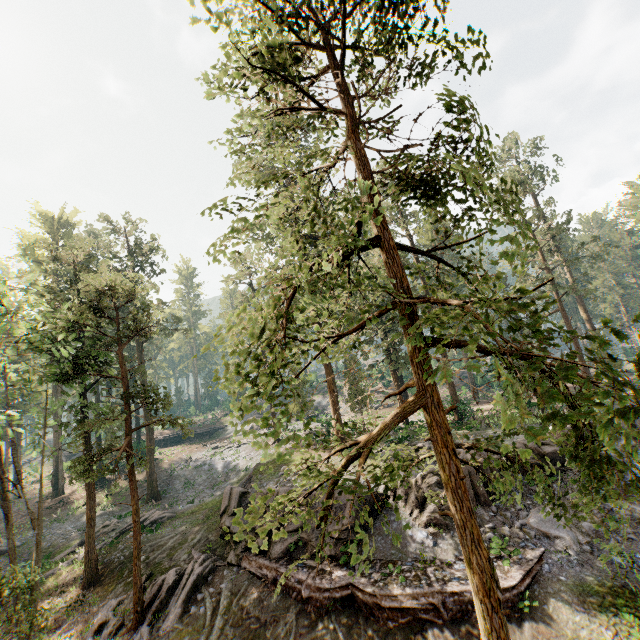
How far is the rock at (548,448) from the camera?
17.8m

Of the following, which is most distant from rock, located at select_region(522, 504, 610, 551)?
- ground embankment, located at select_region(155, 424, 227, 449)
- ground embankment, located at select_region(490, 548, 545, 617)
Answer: ground embankment, located at select_region(155, 424, 227, 449)

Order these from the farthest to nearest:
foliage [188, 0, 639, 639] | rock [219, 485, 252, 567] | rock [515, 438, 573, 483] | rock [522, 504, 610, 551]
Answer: rock [219, 485, 252, 567], rock [515, 438, 573, 483], rock [522, 504, 610, 551], foliage [188, 0, 639, 639]

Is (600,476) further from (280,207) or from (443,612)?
(280,207)

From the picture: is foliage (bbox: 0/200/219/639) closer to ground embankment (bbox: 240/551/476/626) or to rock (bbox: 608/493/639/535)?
rock (bbox: 608/493/639/535)

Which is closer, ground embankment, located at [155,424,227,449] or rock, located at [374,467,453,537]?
rock, located at [374,467,453,537]

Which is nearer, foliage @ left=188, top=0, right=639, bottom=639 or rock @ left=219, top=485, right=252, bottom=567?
→ foliage @ left=188, top=0, right=639, bottom=639

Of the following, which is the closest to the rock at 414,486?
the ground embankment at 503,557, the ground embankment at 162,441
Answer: the ground embankment at 503,557
